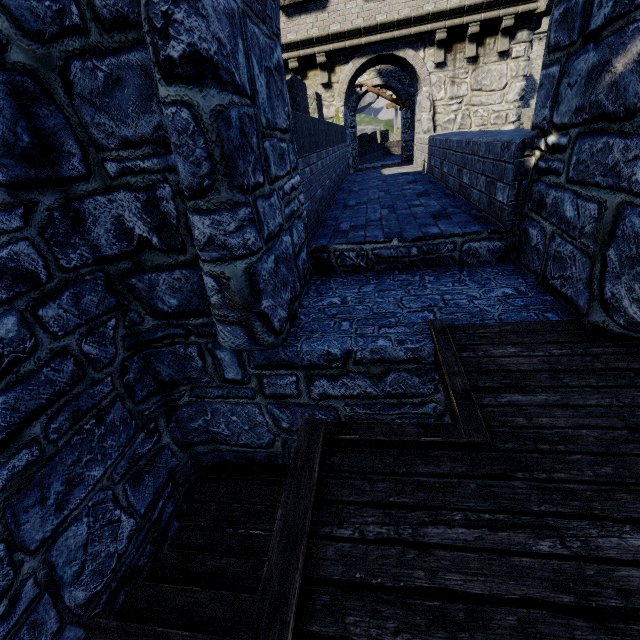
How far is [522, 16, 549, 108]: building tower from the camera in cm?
4090

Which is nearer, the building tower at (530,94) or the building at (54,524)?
the building at (54,524)

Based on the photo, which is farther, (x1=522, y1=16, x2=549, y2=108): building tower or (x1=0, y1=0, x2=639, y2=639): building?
(x1=522, y1=16, x2=549, y2=108): building tower

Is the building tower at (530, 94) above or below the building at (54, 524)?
above

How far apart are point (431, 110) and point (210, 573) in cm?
1414

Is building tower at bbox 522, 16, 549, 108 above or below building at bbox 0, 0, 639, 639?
above
